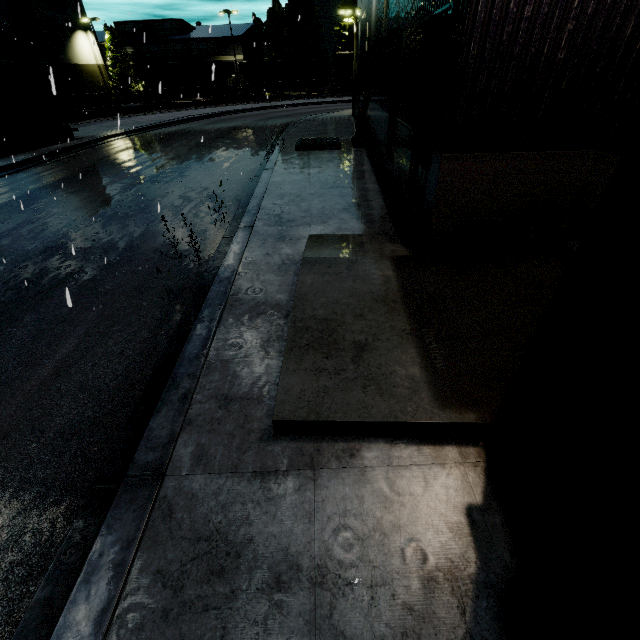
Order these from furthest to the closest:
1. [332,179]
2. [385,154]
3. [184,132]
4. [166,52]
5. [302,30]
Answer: [302,30]
[166,52]
[184,132]
[332,179]
[385,154]

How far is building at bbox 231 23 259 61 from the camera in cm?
4894

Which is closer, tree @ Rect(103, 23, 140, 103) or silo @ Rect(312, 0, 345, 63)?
tree @ Rect(103, 23, 140, 103)

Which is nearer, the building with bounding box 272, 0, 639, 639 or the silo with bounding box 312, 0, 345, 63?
the building with bounding box 272, 0, 639, 639

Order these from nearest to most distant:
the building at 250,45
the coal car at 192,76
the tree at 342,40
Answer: the coal car at 192,76 → the tree at 342,40 → the building at 250,45

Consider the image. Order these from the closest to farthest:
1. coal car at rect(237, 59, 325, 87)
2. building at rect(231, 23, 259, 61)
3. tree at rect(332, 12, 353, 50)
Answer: coal car at rect(237, 59, 325, 87)
tree at rect(332, 12, 353, 50)
building at rect(231, 23, 259, 61)

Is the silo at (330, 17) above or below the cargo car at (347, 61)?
above

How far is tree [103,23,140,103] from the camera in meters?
46.0 m
